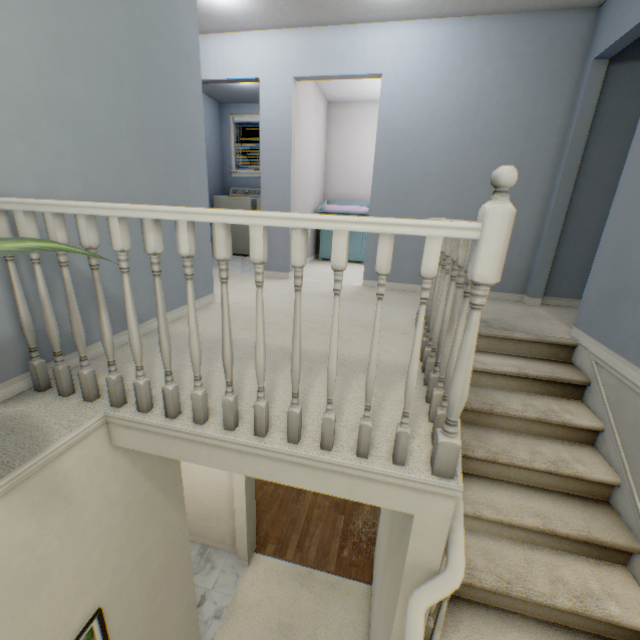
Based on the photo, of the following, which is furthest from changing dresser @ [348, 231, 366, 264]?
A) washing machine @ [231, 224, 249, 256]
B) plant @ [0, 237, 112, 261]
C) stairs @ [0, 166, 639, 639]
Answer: plant @ [0, 237, 112, 261]

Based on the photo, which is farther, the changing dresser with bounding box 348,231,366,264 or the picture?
the changing dresser with bounding box 348,231,366,264

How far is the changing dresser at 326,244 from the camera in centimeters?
535cm

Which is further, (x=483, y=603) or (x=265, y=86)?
(x=265, y=86)

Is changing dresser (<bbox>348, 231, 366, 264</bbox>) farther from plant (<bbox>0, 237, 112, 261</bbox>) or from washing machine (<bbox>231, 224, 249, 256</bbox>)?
plant (<bbox>0, 237, 112, 261</bbox>)

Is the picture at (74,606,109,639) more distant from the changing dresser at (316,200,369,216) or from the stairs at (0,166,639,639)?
the changing dresser at (316,200,369,216)

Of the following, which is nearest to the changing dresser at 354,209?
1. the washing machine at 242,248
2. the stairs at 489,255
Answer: the washing machine at 242,248
